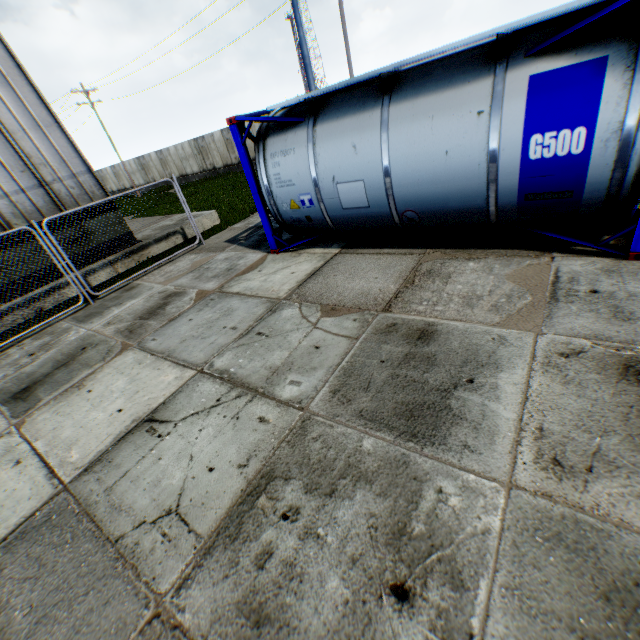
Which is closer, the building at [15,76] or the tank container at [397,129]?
the tank container at [397,129]

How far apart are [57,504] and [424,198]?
6.4m

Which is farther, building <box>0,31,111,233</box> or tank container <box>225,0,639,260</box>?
building <box>0,31,111,233</box>
